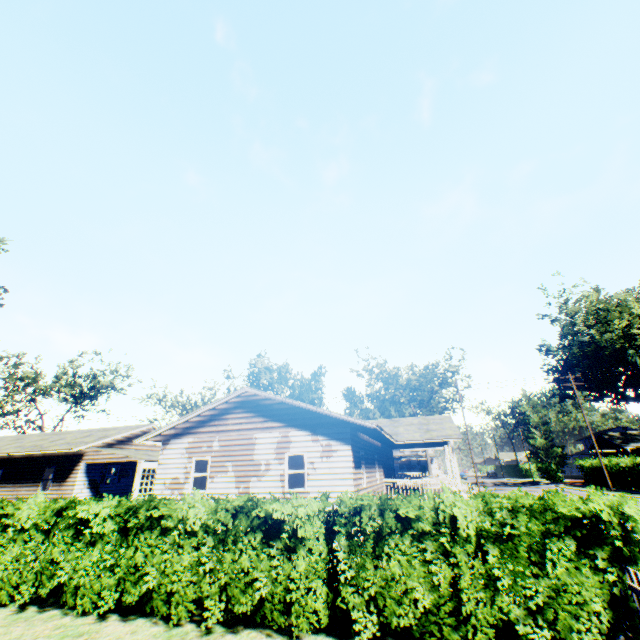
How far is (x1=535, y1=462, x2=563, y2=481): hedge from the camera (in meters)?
52.31

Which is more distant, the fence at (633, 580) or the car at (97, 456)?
the car at (97, 456)

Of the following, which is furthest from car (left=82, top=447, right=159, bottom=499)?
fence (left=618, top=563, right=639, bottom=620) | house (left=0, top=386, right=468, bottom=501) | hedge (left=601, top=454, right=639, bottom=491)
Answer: hedge (left=601, top=454, right=639, bottom=491)

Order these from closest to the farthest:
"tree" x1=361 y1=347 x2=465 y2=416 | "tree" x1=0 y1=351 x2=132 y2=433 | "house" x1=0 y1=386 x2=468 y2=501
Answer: "house" x1=0 y1=386 x2=468 y2=501, "tree" x1=0 y1=351 x2=132 y2=433, "tree" x1=361 y1=347 x2=465 y2=416

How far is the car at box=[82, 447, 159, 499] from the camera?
19.8m

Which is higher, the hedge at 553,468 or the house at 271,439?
the house at 271,439

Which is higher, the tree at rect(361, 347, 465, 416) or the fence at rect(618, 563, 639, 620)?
the tree at rect(361, 347, 465, 416)

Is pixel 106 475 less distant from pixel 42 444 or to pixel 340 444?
pixel 42 444
